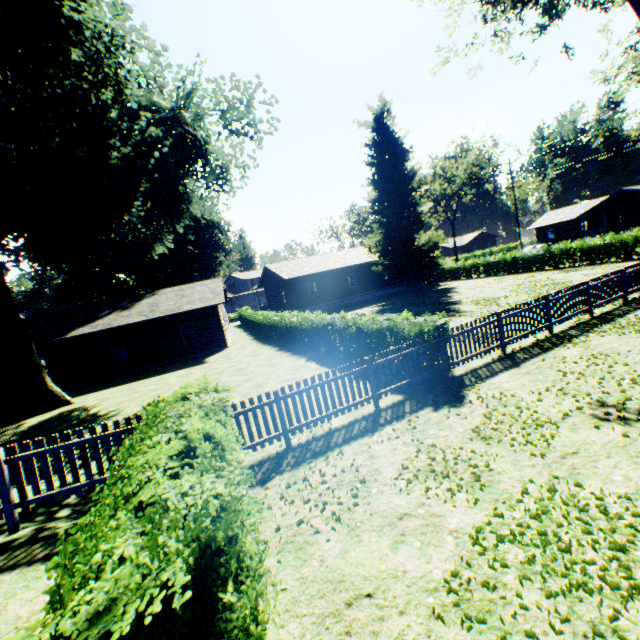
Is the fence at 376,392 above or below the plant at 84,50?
below

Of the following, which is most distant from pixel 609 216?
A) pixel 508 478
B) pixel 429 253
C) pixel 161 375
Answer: pixel 161 375

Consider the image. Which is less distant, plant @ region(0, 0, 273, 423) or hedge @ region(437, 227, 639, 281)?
plant @ region(0, 0, 273, 423)

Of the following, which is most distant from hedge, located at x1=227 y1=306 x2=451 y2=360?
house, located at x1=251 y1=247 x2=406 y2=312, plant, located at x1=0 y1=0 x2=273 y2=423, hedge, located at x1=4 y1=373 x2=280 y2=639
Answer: hedge, located at x1=4 y1=373 x2=280 y2=639

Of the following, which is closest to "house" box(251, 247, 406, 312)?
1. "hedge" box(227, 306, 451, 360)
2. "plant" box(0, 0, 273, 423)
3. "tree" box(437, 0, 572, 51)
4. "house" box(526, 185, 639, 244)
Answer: "plant" box(0, 0, 273, 423)

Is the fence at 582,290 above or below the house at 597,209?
below

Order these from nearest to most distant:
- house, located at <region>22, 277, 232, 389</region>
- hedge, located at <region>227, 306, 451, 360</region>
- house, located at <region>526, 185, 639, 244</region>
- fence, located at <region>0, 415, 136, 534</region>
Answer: fence, located at <region>0, 415, 136, 534</region>
hedge, located at <region>227, 306, 451, 360</region>
house, located at <region>22, 277, 232, 389</region>
house, located at <region>526, 185, 639, 244</region>

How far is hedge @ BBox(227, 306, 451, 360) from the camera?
9.5m
